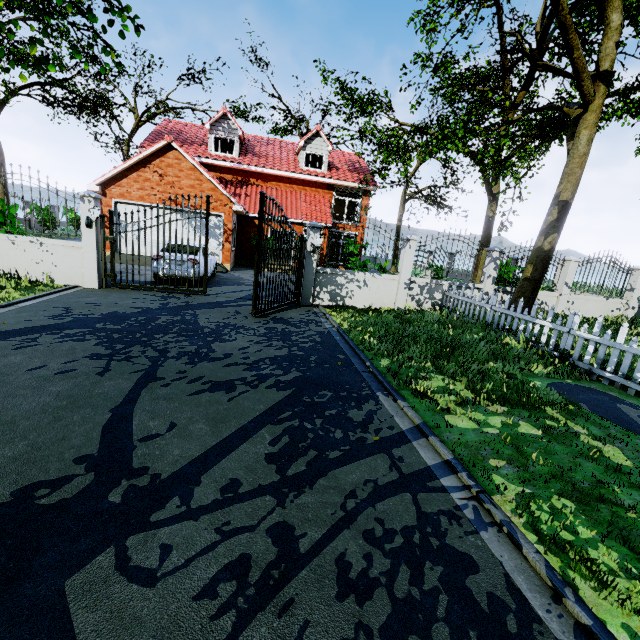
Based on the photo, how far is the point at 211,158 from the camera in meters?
20.4 m

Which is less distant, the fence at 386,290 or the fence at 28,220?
the fence at 386,290

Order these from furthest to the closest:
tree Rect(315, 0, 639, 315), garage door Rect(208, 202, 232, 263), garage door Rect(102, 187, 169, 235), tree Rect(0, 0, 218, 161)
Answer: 1. garage door Rect(208, 202, 232, 263)
2. garage door Rect(102, 187, 169, 235)
3. tree Rect(315, 0, 639, 315)
4. tree Rect(0, 0, 218, 161)

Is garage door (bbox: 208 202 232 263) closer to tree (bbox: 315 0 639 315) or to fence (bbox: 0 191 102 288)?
tree (bbox: 315 0 639 315)

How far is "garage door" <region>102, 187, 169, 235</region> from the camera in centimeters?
1531cm

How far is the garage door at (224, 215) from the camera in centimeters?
1630cm
